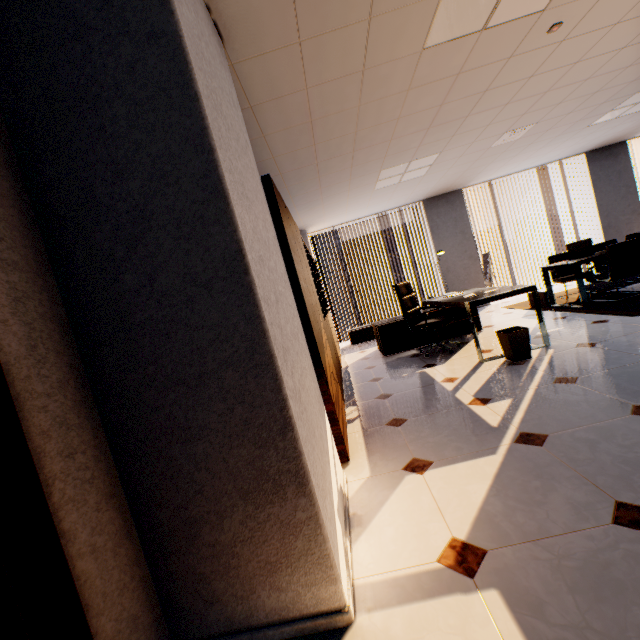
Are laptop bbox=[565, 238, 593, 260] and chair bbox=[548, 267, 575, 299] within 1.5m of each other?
yes

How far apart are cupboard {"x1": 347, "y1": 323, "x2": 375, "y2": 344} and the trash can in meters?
3.8 m

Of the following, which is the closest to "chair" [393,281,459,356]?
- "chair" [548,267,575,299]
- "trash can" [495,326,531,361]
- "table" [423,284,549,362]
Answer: "table" [423,284,549,362]

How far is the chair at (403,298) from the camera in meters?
4.7

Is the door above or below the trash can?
above

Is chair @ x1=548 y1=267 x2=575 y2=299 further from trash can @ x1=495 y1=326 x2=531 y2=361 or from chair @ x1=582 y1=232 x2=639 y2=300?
trash can @ x1=495 y1=326 x2=531 y2=361

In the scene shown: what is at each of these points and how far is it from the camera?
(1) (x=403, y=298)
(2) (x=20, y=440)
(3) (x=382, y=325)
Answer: (1) chair, 4.9 meters
(2) door, 0.9 meters
(3) table, 5.6 meters

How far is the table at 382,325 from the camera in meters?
5.5 m
